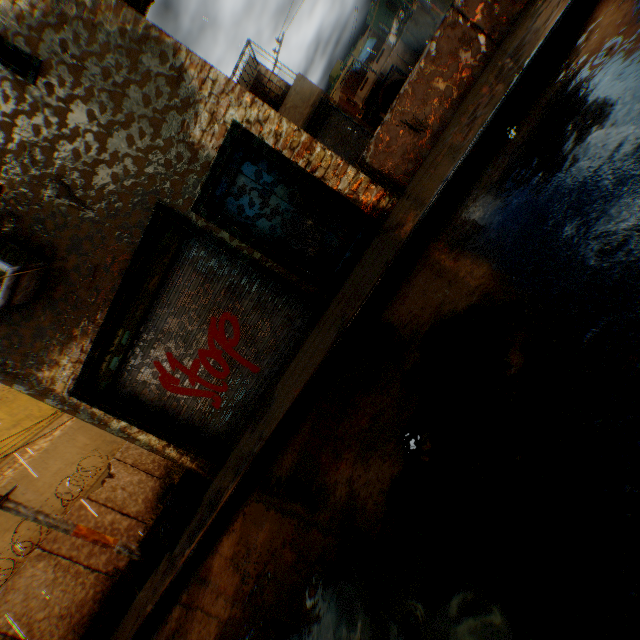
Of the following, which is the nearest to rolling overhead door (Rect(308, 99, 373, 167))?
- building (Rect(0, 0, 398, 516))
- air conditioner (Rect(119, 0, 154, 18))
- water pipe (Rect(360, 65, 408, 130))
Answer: building (Rect(0, 0, 398, 516))

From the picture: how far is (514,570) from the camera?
1.1 meters

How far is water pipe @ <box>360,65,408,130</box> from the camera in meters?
30.4 m

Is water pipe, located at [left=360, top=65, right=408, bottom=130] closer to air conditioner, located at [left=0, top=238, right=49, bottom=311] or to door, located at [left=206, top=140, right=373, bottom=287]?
air conditioner, located at [left=0, top=238, right=49, bottom=311]

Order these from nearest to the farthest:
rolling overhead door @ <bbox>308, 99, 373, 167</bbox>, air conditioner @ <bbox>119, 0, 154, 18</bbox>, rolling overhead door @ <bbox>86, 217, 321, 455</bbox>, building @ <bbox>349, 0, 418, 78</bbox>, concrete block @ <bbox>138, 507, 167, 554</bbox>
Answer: air conditioner @ <bbox>119, 0, 154, 18</bbox> → rolling overhead door @ <bbox>86, 217, 321, 455</bbox> → concrete block @ <bbox>138, 507, 167, 554</bbox> → rolling overhead door @ <bbox>308, 99, 373, 167</bbox> → building @ <bbox>349, 0, 418, 78</bbox>

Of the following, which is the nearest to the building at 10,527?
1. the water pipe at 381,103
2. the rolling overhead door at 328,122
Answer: the rolling overhead door at 328,122

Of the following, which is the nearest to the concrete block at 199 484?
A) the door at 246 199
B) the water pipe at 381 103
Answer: the door at 246 199

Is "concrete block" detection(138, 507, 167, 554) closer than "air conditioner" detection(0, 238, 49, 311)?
No
